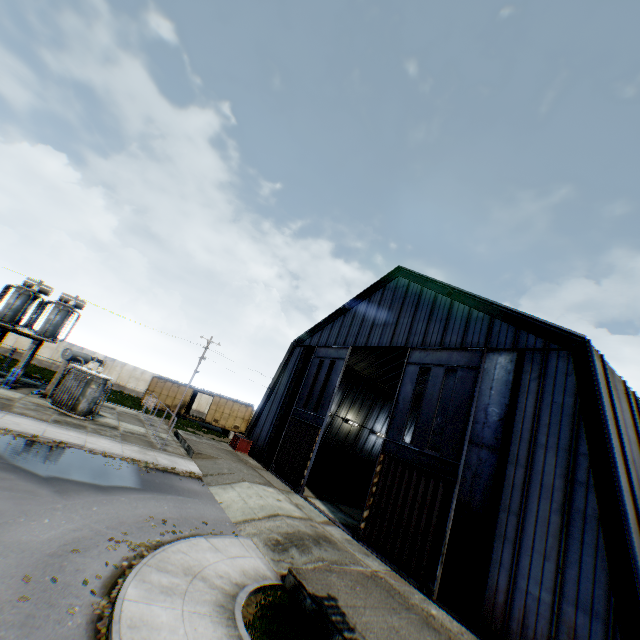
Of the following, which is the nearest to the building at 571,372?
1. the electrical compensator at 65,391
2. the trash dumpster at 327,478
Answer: the trash dumpster at 327,478

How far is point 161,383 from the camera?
39.0 meters

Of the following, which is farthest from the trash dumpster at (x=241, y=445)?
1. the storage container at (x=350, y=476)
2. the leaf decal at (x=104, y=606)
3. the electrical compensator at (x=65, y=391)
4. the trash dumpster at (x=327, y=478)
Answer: the leaf decal at (x=104, y=606)

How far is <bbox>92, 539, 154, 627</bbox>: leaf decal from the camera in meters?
6.7

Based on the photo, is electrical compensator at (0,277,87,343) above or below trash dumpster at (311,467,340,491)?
above

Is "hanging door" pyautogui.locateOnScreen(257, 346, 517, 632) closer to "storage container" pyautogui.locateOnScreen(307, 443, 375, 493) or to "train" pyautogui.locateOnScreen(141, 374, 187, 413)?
"storage container" pyautogui.locateOnScreen(307, 443, 375, 493)

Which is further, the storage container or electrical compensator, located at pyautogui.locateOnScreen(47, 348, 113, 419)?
the storage container

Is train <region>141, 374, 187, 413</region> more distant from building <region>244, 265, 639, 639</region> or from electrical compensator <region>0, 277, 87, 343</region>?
electrical compensator <region>0, 277, 87, 343</region>
